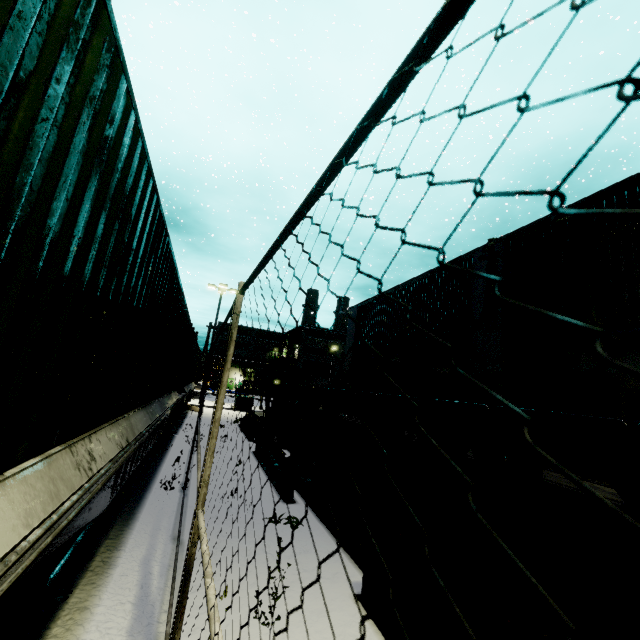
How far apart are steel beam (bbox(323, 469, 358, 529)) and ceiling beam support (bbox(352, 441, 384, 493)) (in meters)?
0.52

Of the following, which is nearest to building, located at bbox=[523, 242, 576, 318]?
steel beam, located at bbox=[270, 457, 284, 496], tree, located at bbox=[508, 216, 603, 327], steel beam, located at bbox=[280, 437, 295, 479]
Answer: tree, located at bbox=[508, 216, 603, 327]

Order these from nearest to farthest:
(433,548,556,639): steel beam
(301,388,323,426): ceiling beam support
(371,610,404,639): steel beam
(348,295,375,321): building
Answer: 1. (433,548,556,639): steel beam
2. (371,610,404,639): steel beam
3. (301,388,323,426): ceiling beam support
4. (348,295,375,321): building

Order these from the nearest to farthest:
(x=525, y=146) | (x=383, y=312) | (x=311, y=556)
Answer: (x=311, y=556) → (x=383, y=312) → (x=525, y=146)

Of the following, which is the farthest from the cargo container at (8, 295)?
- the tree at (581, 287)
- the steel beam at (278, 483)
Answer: the tree at (581, 287)

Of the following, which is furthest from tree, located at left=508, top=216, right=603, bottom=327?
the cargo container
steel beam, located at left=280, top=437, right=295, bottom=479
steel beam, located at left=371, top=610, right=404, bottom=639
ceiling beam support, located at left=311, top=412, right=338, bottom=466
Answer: the cargo container

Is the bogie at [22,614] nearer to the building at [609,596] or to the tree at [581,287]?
the building at [609,596]

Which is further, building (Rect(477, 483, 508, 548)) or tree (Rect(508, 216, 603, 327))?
tree (Rect(508, 216, 603, 327))
